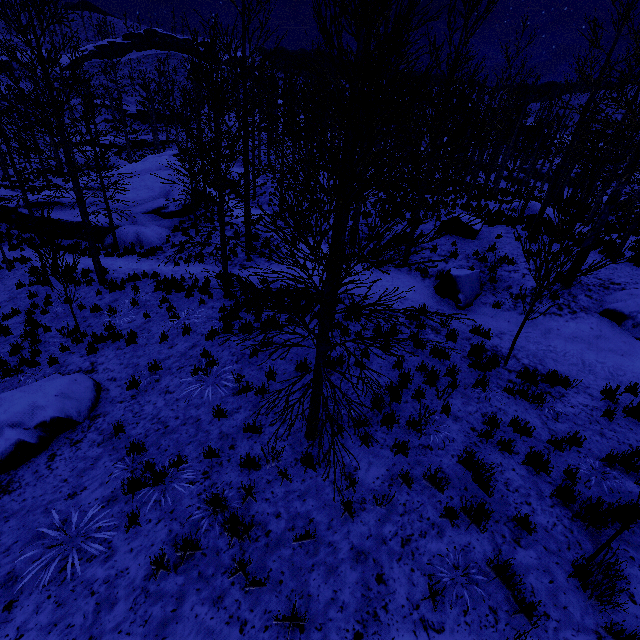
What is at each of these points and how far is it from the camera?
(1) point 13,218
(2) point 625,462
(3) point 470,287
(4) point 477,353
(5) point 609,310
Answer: (1) rock, 20.38m
(2) instancedfoliageactor, 5.17m
(3) rock, 10.26m
(4) instancedfoliageactor, 7.74m
(5) rock, 8.73m

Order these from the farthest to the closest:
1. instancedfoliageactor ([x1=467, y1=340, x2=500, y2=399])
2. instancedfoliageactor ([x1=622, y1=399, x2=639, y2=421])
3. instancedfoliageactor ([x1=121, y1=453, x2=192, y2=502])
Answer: instancedfoliageactor ([x1=467, y1=340, x2=500, y2=399]), instancedfoliageactor ([x1=622, y1=399, x2=639, y2=421]), instancedfoliageactor ([x1=121, y1=453, x2=192, y2=502])

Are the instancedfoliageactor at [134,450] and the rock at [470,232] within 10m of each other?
no

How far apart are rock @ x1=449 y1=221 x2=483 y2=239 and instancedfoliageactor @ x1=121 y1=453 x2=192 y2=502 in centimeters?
1410cm

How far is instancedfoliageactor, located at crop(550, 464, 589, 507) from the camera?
4.5 meters

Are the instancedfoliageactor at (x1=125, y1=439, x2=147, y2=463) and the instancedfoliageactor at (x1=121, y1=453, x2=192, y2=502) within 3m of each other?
yes

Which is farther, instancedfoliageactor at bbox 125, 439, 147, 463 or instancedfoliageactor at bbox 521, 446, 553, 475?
instancedfoliageactor at bbox 125, 439, 147, 463

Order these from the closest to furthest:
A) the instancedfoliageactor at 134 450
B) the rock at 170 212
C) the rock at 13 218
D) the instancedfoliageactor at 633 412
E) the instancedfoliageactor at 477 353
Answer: the instancedfoliageactor at 134 450 → the instancedfoliageactor at 633 412 → the instancedfoliageactor at 477 353 → the rock at 170 212 → the rock at 13 218
